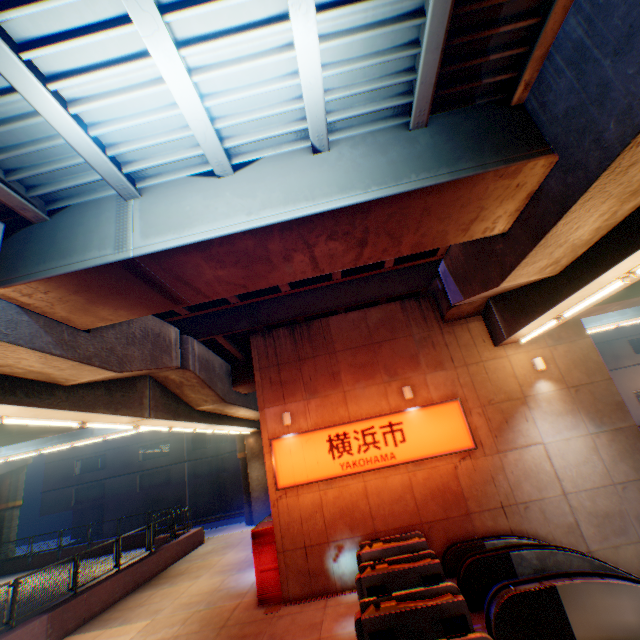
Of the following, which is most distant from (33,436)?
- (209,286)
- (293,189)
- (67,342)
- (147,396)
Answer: (293,189)

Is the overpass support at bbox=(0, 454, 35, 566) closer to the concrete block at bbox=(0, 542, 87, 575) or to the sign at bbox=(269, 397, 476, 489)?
the concrete block at bbox=(0, 542, 87, 575)

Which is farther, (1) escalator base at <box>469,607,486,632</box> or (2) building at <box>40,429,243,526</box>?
(2) building at <box>40,429,243,526</box>

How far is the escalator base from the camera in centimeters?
664cm

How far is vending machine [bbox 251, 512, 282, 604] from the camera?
10.0m

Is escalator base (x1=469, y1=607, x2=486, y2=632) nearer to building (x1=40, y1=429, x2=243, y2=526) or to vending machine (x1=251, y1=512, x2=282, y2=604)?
vending machine (x1=251, y1=512, x2=282, y2=604)

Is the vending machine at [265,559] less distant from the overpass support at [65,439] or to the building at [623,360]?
the overpass support at [65,439]

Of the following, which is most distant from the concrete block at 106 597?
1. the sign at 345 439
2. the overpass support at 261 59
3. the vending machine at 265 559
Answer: the sign at 345 439
